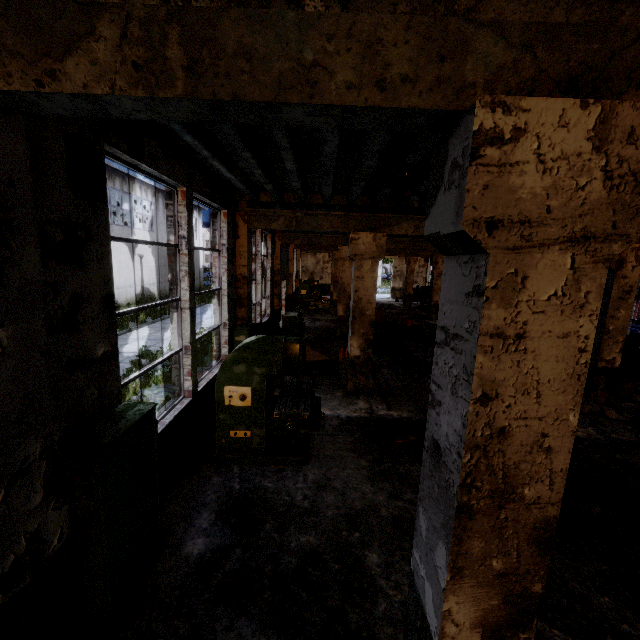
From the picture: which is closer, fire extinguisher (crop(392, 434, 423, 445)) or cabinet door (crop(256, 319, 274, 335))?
fire extinguisher (crop(392, 434, 423, 445))

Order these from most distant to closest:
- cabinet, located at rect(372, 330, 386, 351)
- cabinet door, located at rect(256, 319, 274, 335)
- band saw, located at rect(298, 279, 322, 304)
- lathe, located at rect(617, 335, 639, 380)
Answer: band saw, located at rect(298, 279, 322, 304) < cabinet, located at rect(372, 330, 386, 351) < lathe, located at rect(617, 335, 639, 380) < cabinet door, located at rect(256, 319, 274, 335)

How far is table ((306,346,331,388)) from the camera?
8.0 meters

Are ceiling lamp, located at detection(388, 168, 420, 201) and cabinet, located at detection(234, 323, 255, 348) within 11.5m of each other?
yes

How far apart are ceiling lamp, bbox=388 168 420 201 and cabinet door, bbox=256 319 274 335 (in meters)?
4.41

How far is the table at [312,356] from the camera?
8.0 meters

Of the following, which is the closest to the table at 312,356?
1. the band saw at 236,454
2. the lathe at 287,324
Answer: the lathe at 287,324

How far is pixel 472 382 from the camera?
1.6 meters
